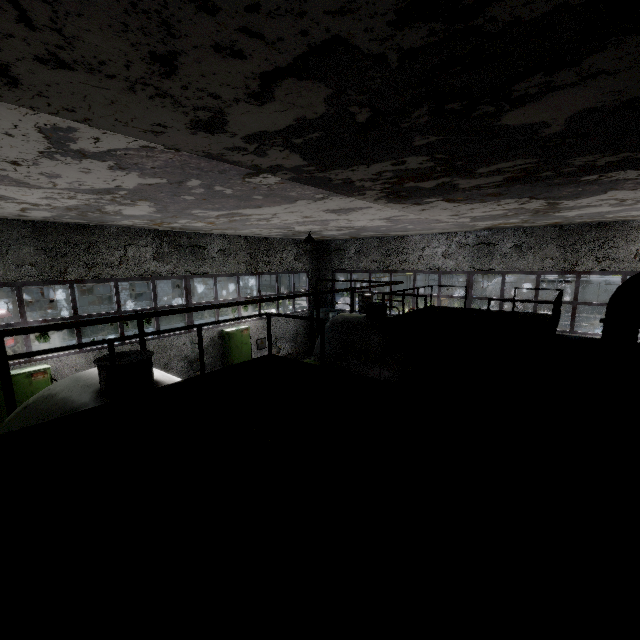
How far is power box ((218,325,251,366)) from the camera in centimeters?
1507cm

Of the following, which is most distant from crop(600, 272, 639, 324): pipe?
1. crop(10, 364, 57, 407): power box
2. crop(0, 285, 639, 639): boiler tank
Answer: crop(10, 364, 57, 407): power box

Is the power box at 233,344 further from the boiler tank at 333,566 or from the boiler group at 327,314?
the boiler tank at 333,566

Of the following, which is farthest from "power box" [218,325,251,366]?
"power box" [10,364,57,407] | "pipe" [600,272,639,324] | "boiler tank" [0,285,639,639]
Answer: "pipe" [600,272,639,324]

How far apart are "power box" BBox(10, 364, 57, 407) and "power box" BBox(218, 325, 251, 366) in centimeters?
611cm

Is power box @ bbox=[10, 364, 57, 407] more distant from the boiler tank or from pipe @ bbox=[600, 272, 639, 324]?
pipe @ bbox=[600, 272, 639, 324]

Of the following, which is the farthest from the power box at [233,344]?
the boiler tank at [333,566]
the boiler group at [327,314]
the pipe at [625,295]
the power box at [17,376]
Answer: the pipe at [625,295]

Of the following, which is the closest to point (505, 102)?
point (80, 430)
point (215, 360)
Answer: point (80, 430)
